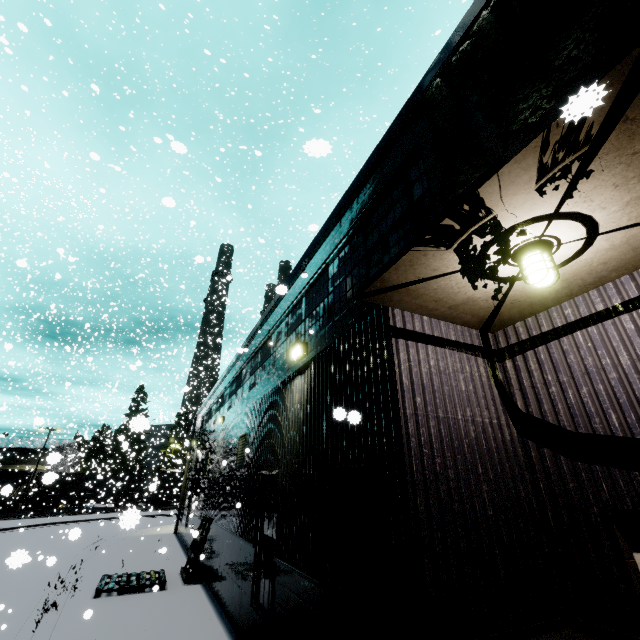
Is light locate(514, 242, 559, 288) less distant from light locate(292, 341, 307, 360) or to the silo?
light locate(292, 341, 307, 360)

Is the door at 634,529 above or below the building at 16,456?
below

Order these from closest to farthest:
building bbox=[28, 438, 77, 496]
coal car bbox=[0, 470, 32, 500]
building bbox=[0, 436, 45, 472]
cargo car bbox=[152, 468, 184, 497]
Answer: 1. building bbox=[28, 438, 77, 496]
2. coal car bbox=[0, 470, 32, 500]
3. cargo car bbox=[152, 468, 184, 497]
4. building bbox=[0, 436, 45, 472]

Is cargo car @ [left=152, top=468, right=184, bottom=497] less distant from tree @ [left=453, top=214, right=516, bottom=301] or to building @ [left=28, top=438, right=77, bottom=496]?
building @ [left=28, top=438, right=77, bottom=496]

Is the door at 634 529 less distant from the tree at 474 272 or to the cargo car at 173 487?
the tree at 474 272

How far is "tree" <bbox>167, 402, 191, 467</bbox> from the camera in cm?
3420

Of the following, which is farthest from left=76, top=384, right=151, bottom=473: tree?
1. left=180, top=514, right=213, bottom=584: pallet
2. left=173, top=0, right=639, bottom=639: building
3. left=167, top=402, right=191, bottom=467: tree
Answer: left=167, top=402, right=191, bottom=467: tree

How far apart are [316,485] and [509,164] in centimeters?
493cm
